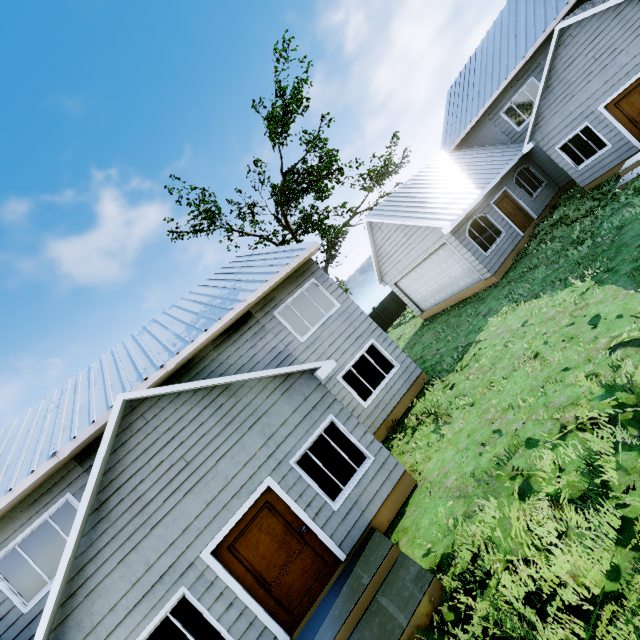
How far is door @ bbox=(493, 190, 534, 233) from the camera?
15.56m

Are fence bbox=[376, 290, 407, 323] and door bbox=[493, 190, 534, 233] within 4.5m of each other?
no

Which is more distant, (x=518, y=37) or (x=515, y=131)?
(x=515, y=131)

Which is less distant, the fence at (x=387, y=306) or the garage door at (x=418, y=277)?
the garage door at (x=418, y=277)

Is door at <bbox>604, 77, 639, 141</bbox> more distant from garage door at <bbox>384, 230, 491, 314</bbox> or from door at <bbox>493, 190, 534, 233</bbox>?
garage door at <bbox>384, 230, 491, 314</bbox>

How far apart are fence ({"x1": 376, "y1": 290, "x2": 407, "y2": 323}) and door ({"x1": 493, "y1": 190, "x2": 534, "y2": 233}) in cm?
1312

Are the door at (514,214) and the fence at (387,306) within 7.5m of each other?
no

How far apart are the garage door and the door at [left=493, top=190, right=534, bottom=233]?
3.12m
